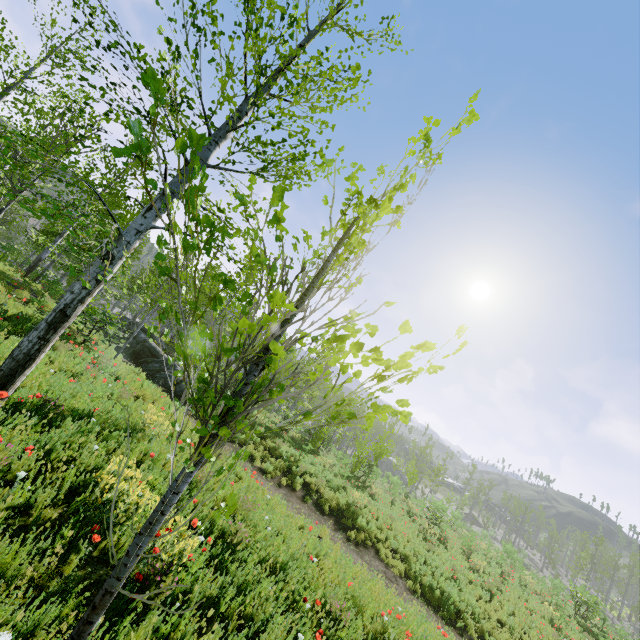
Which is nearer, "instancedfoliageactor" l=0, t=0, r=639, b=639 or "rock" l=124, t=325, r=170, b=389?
"instancedfoliageactor" l=0, t=0, r=639, b=639

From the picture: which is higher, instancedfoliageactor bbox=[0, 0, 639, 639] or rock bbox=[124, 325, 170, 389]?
instancedfoliageactor bbox=[0, 0, 639, 639]

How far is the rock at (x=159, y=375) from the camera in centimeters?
1594cm

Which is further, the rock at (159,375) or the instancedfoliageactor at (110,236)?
the rock at (159,375)

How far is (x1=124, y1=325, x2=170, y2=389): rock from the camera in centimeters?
1594cm

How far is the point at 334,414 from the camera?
1.9m
